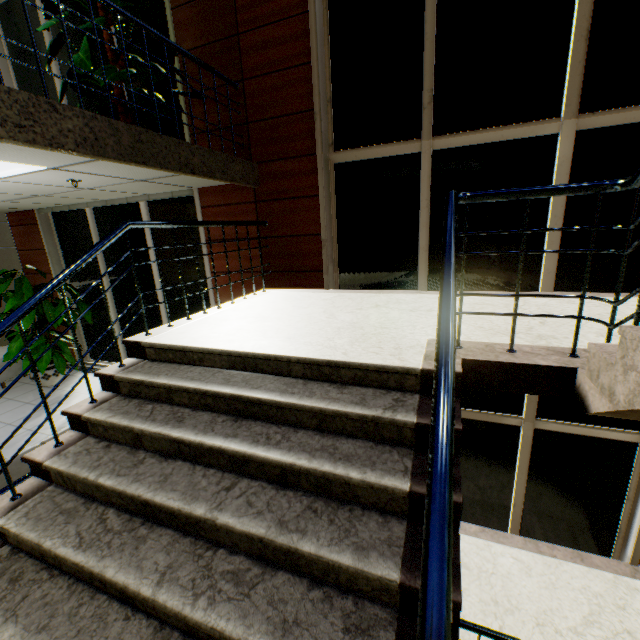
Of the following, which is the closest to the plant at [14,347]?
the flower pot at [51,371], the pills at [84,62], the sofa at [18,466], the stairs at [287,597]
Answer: the flower pot at [51,371]

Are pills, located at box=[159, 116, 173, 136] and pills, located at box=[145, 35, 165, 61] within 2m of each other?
yes

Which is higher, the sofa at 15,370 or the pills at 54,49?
the pills at 54,49

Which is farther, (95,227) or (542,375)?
(95,227)

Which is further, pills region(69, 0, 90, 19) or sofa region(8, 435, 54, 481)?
pills region(69, 0, 90, 19)

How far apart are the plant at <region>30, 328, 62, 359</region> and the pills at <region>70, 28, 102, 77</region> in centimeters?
434cm

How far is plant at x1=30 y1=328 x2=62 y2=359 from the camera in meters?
5.5 m

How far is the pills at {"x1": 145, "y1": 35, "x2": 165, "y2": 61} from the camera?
4.0 meters
